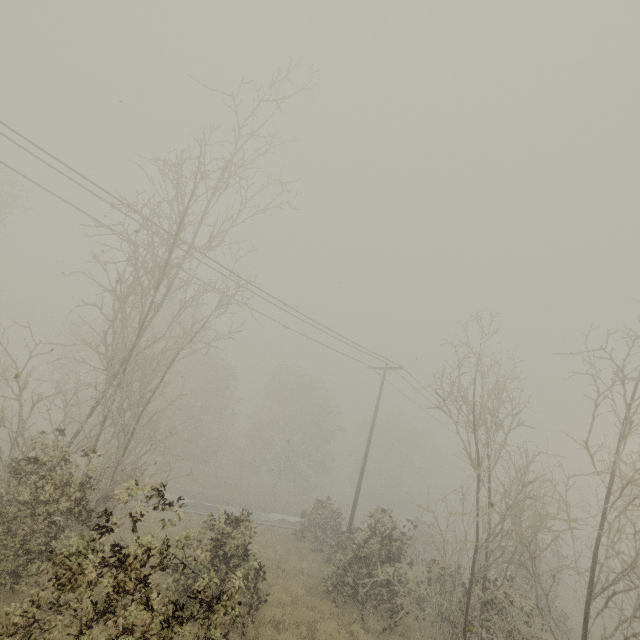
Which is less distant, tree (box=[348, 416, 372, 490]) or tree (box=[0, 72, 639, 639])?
tree (box=[0, 72, 639, 639])

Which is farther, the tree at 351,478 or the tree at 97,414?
the tree at 351,478

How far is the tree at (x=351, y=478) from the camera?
51.41m

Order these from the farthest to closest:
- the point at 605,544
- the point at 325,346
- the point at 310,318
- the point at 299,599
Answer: the point at 325,346
the point at 605,544
the point at 310,318
the point at 299,599

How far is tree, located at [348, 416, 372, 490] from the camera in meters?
51.4
